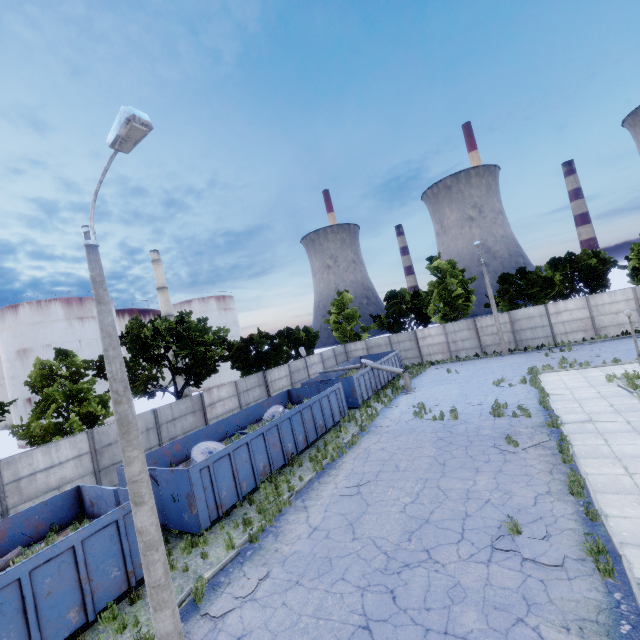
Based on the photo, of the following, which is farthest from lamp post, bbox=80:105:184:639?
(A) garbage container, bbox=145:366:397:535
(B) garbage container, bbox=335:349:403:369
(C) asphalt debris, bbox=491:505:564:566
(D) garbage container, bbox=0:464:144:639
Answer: (B) garbage container, bbox=335:349:403:369

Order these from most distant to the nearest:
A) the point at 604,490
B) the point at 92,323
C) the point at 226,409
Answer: the point at 92,323, the point at 226,409, the point at 604,490

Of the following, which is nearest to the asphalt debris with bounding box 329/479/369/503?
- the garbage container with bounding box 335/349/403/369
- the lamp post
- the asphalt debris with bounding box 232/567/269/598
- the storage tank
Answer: the asphalt debris with bounding box 232/567/269/598

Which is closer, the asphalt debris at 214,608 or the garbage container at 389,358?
the asphalt debris at 214,608

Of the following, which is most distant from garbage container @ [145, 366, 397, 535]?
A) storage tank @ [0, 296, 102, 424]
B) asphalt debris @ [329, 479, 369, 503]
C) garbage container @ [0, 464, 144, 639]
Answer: storage tank @ [0, 296, 102, 424]

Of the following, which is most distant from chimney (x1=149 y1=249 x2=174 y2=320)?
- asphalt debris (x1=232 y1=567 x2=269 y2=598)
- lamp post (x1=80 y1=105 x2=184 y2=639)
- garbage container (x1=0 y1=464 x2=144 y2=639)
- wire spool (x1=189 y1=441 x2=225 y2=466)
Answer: lamp post (x1=80 y1=105 x2=184 y2=639)

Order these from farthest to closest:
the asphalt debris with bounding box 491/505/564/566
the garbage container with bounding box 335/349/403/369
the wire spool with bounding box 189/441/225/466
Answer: the garbage container with bounding box 335/349/403/369, the wire spool with bounding box 189/441/225/466, the asphalt debris with bounding box 491/505/564/566

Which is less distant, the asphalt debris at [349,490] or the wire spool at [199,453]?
the asphalt debris at [349,490]
